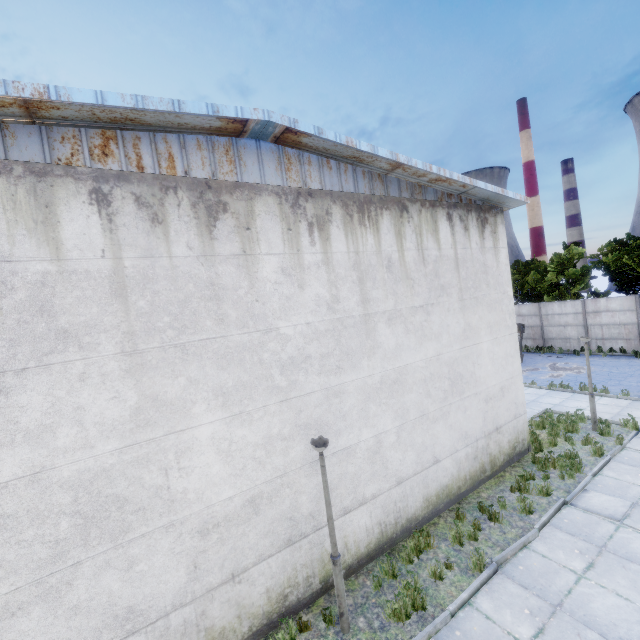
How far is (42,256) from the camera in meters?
4.3

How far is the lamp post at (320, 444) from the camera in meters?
5.4

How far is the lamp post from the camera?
5.4m
